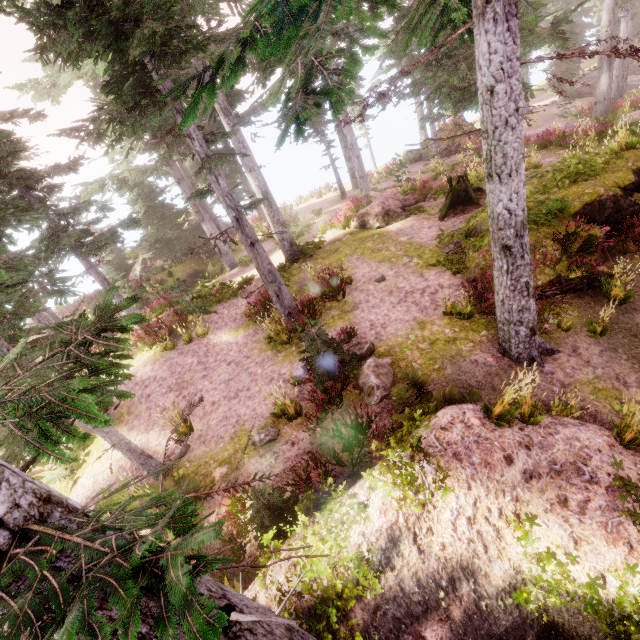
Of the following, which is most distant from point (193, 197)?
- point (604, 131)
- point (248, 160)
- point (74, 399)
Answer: point (604, 131)

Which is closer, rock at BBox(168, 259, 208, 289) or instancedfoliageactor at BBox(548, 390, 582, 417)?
instancedfoliageactor at BBox(548, 390, 582, 417)

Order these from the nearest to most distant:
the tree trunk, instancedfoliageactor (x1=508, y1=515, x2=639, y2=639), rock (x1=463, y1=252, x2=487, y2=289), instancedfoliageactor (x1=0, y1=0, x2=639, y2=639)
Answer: instancedfoliageactor (x1=0, y1=0, x2=639, y2=639)
instancedfoliageactor (x1=508, y1=515, x2=639, y2=639)
rock (x1=463, y1=252, x2=487, y2=289)
the tree trunk

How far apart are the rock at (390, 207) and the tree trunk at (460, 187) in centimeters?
160cm

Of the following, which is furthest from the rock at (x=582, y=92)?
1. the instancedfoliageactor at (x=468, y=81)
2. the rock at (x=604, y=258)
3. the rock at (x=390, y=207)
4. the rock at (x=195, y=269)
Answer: the rock at (x=195, y=269)

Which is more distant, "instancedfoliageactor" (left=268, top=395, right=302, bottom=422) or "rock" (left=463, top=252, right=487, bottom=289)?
"rock" (left=463, top=252, right=487, bottom=289)

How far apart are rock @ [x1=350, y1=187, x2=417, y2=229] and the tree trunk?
1.6m

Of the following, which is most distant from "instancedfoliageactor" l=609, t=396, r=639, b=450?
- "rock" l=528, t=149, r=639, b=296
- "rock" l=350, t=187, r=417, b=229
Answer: "rock" l=350, t=187, r=417, b=229
